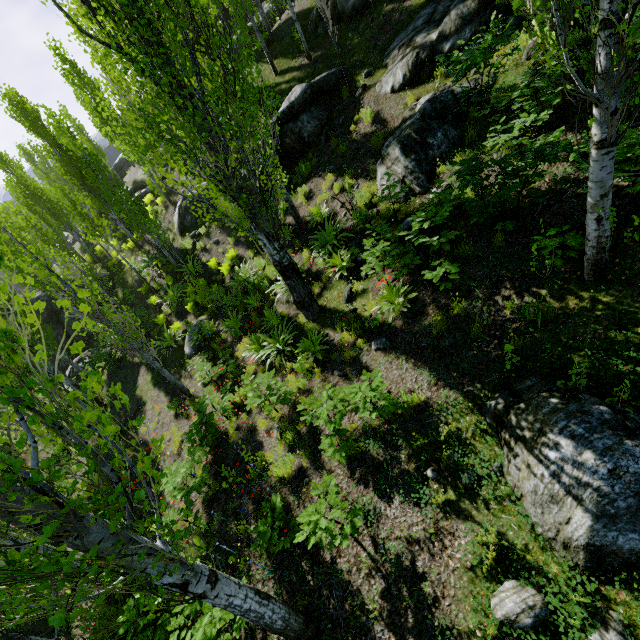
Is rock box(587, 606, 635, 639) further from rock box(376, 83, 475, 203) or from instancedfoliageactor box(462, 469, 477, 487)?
rock box(376, 83, 475, 203)

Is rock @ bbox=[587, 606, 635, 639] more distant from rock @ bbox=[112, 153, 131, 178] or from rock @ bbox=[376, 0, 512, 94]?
rock @ bbox=[112, 153, 131, 178]

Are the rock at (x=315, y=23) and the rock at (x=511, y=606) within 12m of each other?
no

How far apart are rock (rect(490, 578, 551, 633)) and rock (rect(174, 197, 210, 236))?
17.8m

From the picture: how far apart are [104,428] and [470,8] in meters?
11.9

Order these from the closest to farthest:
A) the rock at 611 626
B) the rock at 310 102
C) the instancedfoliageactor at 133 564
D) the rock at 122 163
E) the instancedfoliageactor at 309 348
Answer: the instancedfoliageactor at 133 564, the rock at 611 626, the instancedfoliageactor at 309 348, the rock at 310 102, the rock at 122 163

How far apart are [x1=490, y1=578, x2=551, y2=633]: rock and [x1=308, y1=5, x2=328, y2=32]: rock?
17.0 meters

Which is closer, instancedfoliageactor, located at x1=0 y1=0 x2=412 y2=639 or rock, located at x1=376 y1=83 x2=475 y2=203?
instancedfoliageactor, located at x1=0 y1=0 x2=412 y2=639
